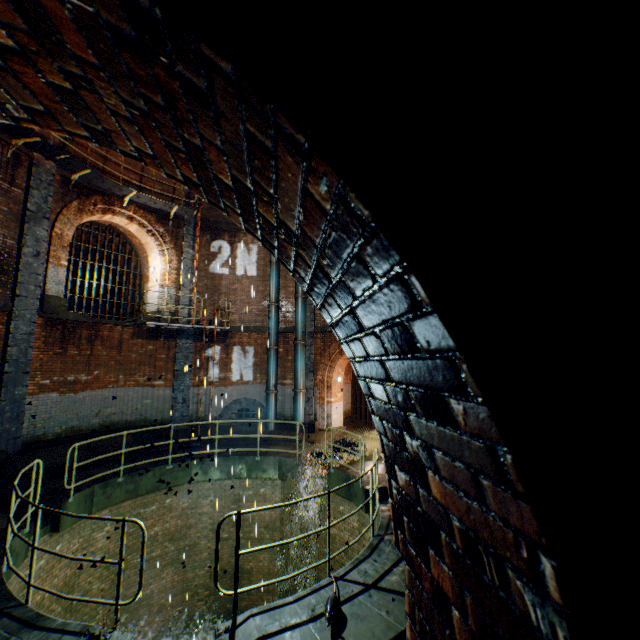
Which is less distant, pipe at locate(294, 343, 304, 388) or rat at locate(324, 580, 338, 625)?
rat at locate(324, 580, 338, 625)

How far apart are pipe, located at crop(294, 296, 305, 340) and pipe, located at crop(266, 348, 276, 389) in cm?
89

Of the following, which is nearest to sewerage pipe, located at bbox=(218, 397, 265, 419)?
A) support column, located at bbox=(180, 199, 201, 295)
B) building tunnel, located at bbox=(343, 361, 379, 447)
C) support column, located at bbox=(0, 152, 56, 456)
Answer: support column, located at bbox=(180, 199, 201, 295)

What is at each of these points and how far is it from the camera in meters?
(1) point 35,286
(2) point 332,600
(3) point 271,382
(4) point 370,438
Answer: (1) support column, 10.1
(2) rat, 4.1
(3) pipe, 14.4
(4) building tunnel, 14.8

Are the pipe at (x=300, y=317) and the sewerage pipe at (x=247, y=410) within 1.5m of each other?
no

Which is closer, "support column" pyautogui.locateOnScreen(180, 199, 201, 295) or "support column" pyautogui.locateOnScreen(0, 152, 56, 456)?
"support column" pyautogui.locateOnScreen(0, 152, 56, 456)

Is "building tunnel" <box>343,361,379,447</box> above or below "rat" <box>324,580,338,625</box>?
below

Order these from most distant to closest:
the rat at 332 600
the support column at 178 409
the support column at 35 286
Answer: the support column at 178 409
the support column at 35 286
the rat at 332 600
